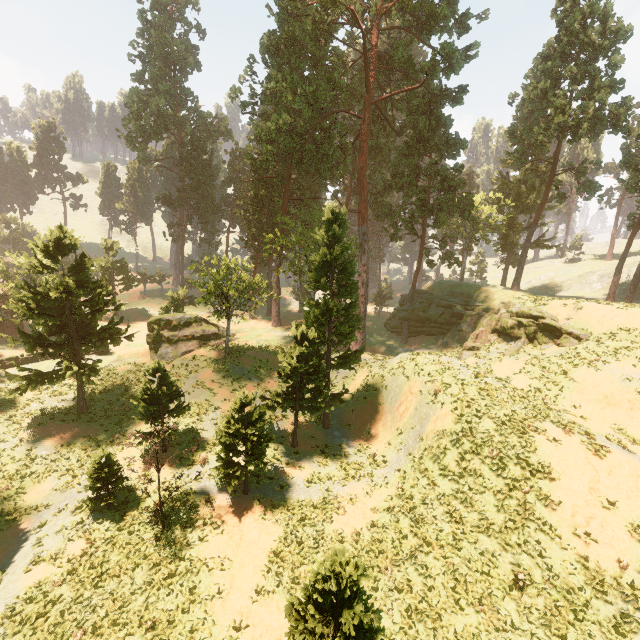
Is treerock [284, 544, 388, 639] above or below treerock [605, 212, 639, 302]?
below

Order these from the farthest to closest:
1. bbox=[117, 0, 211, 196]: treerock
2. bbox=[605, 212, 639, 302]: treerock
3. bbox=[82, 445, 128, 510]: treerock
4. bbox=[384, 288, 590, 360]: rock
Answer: bbox=[117, 0, 211, 196]: treerock
bbox=[605, 212, 639, 302]: treerock
bbox=[384, 288, 590, 360]: rock
bbox=[82, 445, 128, 510]: treerock

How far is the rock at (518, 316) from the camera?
25.9m

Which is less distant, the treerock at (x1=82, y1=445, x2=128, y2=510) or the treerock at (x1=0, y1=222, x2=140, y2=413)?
the treerock at (x1=82, y1=445, x2=128, y2=510)

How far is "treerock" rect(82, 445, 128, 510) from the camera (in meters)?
15.49

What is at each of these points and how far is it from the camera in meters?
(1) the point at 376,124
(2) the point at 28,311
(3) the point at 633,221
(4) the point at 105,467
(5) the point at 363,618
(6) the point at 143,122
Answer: (1) treerock, 41.7 m
(2) treerock, 19.9 m
(3) treerock, 38.2 m
(4) treerock, 15.9 m
(5) treerock, 7.6 m
(6) treerock, 59.6 m

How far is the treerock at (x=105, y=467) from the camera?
15.5m
